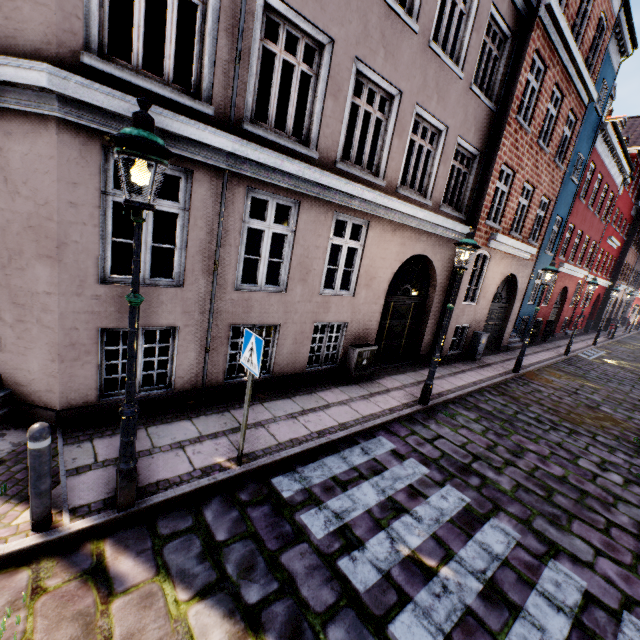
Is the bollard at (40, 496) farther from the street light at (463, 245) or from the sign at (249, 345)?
the sign at (249, 345)

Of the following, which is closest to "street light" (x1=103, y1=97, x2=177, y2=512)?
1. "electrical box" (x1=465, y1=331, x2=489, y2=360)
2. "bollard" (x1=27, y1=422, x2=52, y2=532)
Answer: "bollard" (x1=27, y1=422, x2=52, y2=532)

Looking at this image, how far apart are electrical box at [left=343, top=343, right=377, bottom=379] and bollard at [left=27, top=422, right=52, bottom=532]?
6.0 meters

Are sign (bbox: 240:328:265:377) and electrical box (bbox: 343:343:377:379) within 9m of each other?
yes

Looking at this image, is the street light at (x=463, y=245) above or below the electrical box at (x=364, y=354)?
above

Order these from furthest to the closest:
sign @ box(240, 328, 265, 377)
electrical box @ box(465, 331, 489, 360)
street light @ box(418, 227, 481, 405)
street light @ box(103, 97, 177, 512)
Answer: electrical box @ box(465, 331, 489, 360)
street light @ box(418, 227, 481, 405)
sign @ box(240, 328, 265, 377)
street light @ box(103, 97, 177, 512)

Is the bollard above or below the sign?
below

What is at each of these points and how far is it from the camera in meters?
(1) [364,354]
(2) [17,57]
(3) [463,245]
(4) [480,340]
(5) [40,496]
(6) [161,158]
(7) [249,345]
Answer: (1) electrical box, 8.1
(2) building, 3.6
(3) street light, 6.4
(4) electrical box, 11.6
(5) bollard, 3.0
(6) street light, 2.7
(7) sign, 4.1
